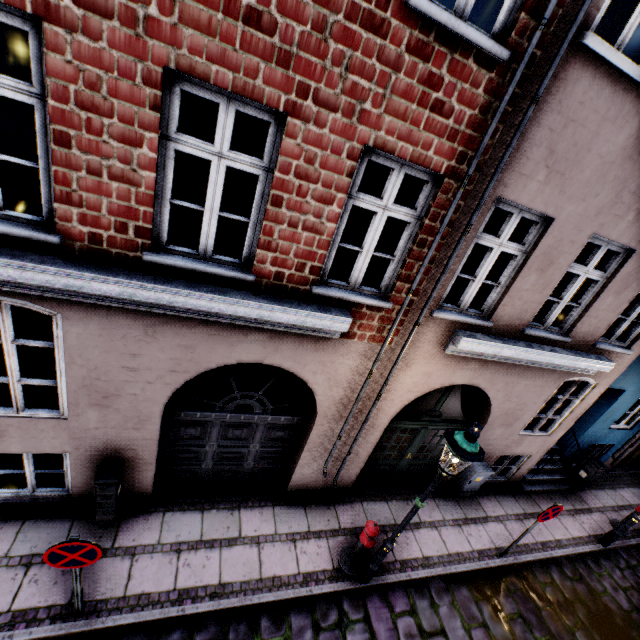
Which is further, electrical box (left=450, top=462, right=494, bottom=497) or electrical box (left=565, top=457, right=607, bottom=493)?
electrical box (left=565, top=457, right=607, bottom=493)

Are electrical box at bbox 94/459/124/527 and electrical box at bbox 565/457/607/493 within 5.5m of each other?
no

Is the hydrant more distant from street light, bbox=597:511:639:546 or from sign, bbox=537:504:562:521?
sign, bbox=537:504:562:521

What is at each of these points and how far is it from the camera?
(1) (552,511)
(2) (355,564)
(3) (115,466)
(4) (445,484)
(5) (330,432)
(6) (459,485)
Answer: (1) sign, 6.2 meters
(2) hydrant, 5.9 meters
(3) electrical box, 4.9 meters
(4) building, 8.0 meters
(5) building, 5.9 meters
(6) electrical box, 7.9 meters

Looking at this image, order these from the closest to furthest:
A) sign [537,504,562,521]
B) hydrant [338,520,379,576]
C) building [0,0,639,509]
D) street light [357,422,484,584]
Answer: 1. building [0,0,639,509]
2. street light [357,422,484,584]
3. hydrant [338,520,379,576]
4. sign [537,504,562,521]

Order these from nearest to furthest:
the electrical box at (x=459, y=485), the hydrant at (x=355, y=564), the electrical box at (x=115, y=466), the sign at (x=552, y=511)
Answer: the electrical box at (x=115, y=466)
the hydrant at (x=355, y=564)
the sign at (x=552, y=511)
the electrical box at (x=459, y=485)

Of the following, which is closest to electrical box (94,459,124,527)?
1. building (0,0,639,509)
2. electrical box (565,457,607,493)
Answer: building (0,0,639,509)

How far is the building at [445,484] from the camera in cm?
791
